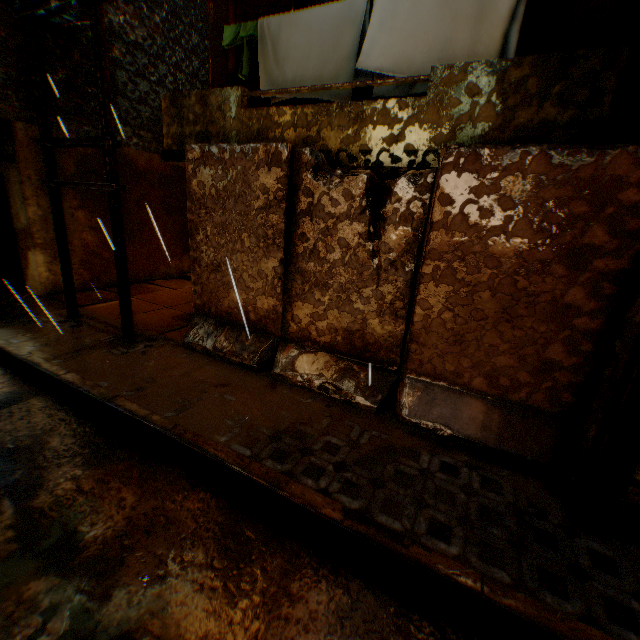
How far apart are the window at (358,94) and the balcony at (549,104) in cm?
114

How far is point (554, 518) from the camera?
3.0 meters

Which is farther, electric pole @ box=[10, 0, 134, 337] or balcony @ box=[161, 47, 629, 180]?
electric pole @ box=[10, 0, 134, 337]

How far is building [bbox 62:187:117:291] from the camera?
8.1m

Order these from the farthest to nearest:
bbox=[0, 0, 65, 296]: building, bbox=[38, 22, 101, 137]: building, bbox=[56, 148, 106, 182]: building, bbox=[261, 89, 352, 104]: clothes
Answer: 1. bbox=[56, 148, 106, 182]: building
2. bbox=[38, 22, 101, 137]: building
3. bbox=[0, 0, 65, 296]: building
4. bbox=[261, 89, 352, 104]: clothes

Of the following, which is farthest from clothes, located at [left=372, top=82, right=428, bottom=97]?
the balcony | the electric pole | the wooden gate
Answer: the wooden gate

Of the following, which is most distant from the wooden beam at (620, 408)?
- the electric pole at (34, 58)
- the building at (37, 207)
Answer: the electric pole at (34, 58)

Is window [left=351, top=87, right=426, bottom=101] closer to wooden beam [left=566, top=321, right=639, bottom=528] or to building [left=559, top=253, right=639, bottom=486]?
building [left=559, top=253, right=639, bottom=486]
